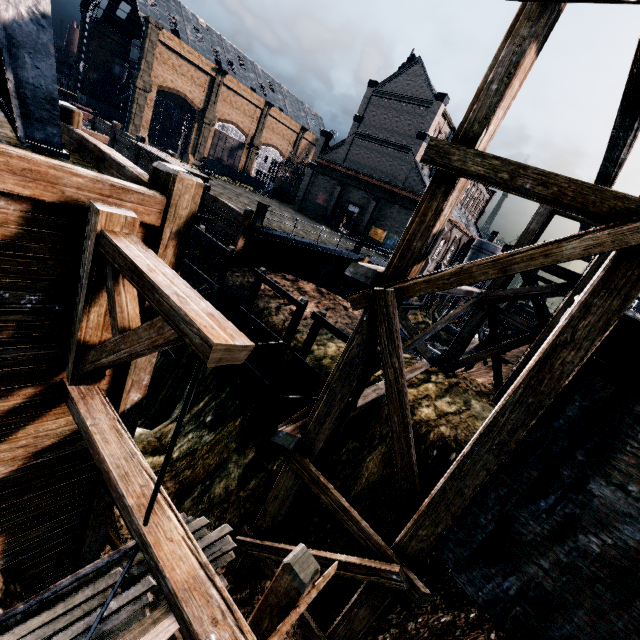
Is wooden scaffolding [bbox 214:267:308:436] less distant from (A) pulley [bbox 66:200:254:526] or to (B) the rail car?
(A) pulley [bbox 66:200:254:526]

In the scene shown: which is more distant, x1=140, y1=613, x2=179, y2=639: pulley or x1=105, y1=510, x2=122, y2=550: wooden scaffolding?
x1=105, y1=510, x2=122, y2=550: wooden scaffolding

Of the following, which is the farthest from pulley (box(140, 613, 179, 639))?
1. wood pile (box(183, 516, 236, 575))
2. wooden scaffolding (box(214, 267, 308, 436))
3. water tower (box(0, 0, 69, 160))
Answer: wooden scaffolding (box(214, 267, 308, 436))

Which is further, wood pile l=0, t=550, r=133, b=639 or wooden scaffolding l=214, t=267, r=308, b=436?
wooden scaffolding l=214, t=267, r=308, b=436

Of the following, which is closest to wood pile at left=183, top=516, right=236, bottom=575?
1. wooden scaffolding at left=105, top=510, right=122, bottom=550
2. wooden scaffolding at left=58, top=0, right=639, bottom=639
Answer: wooden scaffolding at left=105, top=510, right=122, bottom=550

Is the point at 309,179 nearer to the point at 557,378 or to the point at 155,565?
the point at 557,378

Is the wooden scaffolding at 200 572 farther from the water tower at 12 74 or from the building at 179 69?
the water tower at 12 74

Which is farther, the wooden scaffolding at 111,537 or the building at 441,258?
the building at 441,258
